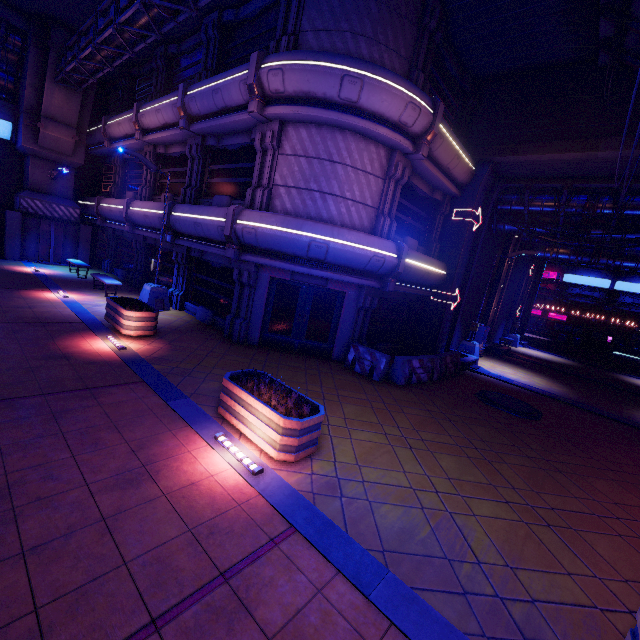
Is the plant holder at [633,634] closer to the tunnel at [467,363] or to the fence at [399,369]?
the fence at [399,369]

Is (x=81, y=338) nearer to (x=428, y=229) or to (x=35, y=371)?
(x=35, y=371)

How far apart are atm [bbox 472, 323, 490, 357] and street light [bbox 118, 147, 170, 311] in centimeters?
1600cm

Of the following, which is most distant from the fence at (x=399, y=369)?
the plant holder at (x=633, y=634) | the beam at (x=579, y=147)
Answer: the beam at (x=579, y=147)

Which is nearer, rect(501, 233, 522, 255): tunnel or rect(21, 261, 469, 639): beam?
rect(21, 261, 469, 639): beam

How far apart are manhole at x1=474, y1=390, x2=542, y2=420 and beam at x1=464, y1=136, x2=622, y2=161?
9.2m

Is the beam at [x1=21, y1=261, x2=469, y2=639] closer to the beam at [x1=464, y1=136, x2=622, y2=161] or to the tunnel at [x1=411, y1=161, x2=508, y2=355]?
the tunnel at [x1=411, y1=161, x2=508, y2=355]

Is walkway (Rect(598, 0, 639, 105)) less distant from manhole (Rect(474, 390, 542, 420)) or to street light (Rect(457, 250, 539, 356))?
street light (Rect(457, 250, 539, 356))
